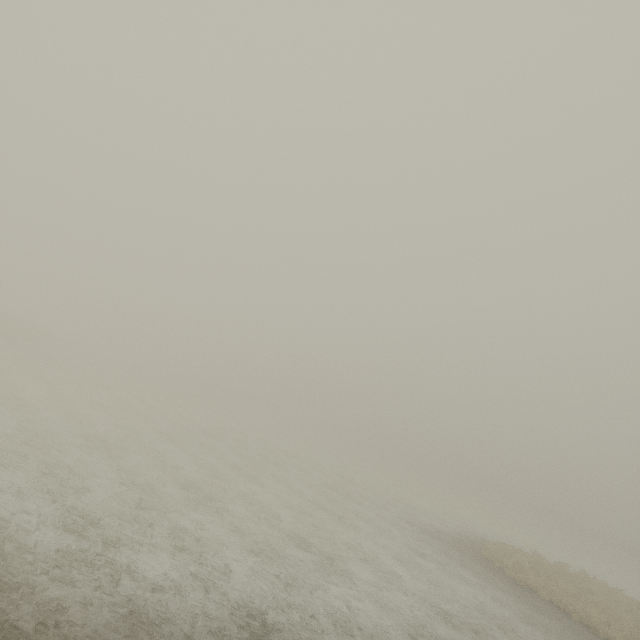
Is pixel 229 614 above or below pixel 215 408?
above
